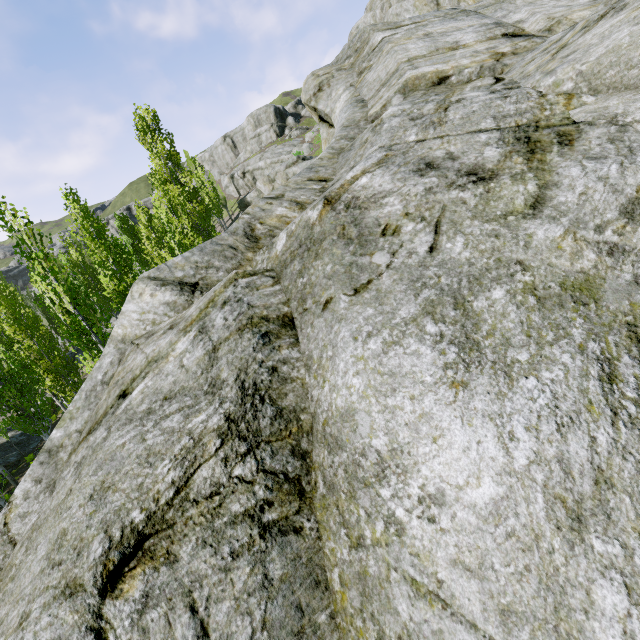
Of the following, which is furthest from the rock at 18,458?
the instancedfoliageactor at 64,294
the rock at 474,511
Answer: the rock at 474,511

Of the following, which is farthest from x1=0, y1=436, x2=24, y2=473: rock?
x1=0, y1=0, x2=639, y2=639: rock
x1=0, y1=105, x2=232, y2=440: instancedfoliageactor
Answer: x1=0, y1=0, x2=639, y2=639: rock

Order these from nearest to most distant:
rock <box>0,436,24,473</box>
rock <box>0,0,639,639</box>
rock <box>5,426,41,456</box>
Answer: rock <box>0,0,639,639</box>
rock <box>0,436,24,473</box>
rock <box>5,426,41,456</box>

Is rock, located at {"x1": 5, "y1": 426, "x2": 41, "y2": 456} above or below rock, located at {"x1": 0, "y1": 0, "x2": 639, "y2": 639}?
below

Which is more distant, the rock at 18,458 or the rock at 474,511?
the rock at 18,458

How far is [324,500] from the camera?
1.6m
